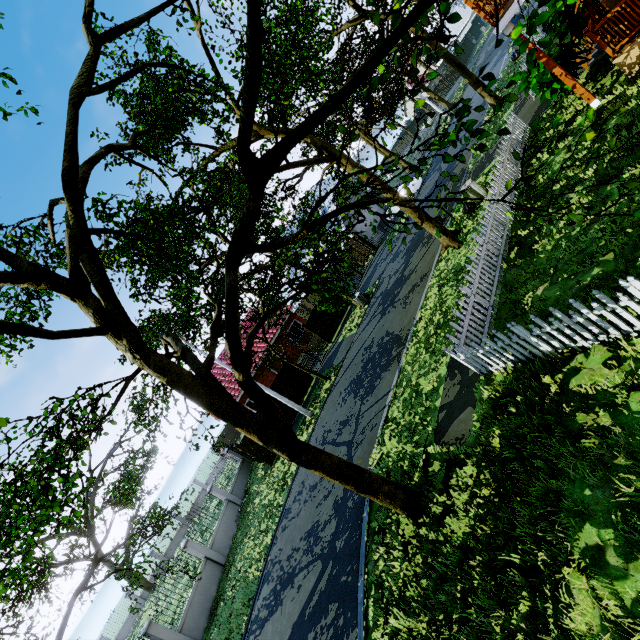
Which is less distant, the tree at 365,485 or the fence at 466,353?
the tree at 365,485

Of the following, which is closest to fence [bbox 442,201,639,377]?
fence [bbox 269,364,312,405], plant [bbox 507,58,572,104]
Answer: plant [bbox 507,58,572,104]

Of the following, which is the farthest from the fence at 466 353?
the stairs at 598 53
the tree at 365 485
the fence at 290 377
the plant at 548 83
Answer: the fence at 290 377

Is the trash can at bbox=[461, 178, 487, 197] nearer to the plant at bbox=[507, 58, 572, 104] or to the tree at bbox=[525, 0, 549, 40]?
the tree at bbox=[525, 0, 549, 40]

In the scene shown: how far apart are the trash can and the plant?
3.0m

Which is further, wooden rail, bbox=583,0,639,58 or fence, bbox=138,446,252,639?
fence, bbox=138,446,252,639

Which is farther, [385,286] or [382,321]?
[385,286]
